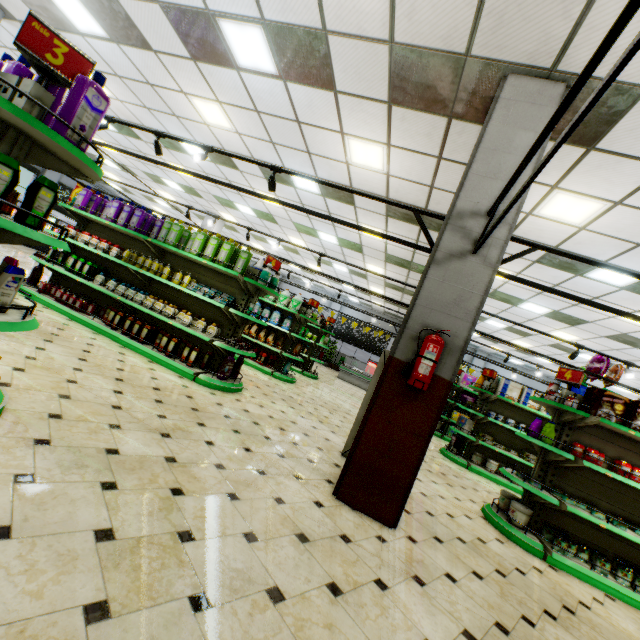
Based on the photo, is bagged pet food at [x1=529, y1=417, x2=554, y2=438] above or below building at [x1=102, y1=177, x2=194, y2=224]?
below

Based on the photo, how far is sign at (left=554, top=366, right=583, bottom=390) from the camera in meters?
4.6

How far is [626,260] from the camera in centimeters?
590cm

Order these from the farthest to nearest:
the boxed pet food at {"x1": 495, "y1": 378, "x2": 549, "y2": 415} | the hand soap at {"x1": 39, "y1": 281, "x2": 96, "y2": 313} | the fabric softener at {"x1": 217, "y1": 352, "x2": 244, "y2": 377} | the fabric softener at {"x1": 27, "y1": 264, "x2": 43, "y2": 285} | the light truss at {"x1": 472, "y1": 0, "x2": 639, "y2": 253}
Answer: the boxed pet food at {"x1": 495, "y1": 378, "x2": 549, "y2": 415} < the fabric softener at {"x1": 27, "y1": 264, "x2": 43, "y2": 285} < the hand soap at {"x1": 39, "y1": 281, "x2": 96, "y2": 313} < the fabric softener at {"x1": 217, "y1": 352, "x2": 244, "y2": 377} < the light truss at {"x1": 472, "y1": 0, "x2": 639, "y2": 253}

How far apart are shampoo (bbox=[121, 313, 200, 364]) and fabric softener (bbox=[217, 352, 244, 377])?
1.0 meters

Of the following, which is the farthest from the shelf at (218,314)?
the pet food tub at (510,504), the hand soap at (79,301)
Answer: the pet food tub at (510,504)

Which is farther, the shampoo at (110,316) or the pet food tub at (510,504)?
the shampoo at (110,316)

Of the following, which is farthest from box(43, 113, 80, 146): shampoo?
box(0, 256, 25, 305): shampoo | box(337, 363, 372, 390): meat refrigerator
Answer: box(337, 363, 372, 390): meat refrigerator
